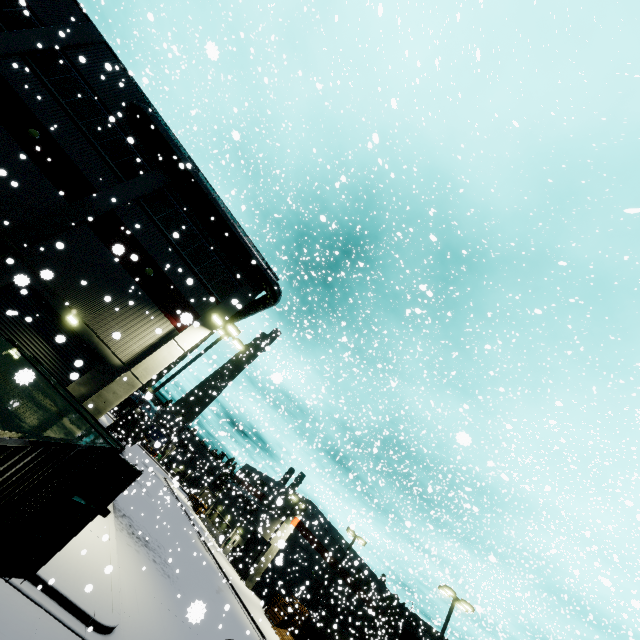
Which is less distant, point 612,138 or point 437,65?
point 437,65

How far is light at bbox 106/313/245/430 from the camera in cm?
1462

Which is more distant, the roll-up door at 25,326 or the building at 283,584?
the building at 283,584

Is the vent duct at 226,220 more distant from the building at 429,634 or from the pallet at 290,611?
the pallet at 290,611

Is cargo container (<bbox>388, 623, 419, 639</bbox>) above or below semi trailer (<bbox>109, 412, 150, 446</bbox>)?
above

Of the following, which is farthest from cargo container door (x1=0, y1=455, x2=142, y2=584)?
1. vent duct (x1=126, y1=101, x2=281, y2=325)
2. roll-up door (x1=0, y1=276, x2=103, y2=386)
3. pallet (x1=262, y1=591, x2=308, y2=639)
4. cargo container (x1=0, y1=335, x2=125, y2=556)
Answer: pallet (x1=262, y1=591, x2=308, y2=639)

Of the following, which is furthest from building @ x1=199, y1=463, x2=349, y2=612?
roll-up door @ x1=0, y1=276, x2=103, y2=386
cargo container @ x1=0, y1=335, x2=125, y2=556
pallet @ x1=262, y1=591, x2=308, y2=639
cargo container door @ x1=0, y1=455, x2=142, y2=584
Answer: pallet @ x1=262, y1=591, x2=308, y2=639

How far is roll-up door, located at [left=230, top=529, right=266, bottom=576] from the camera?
38.8m
